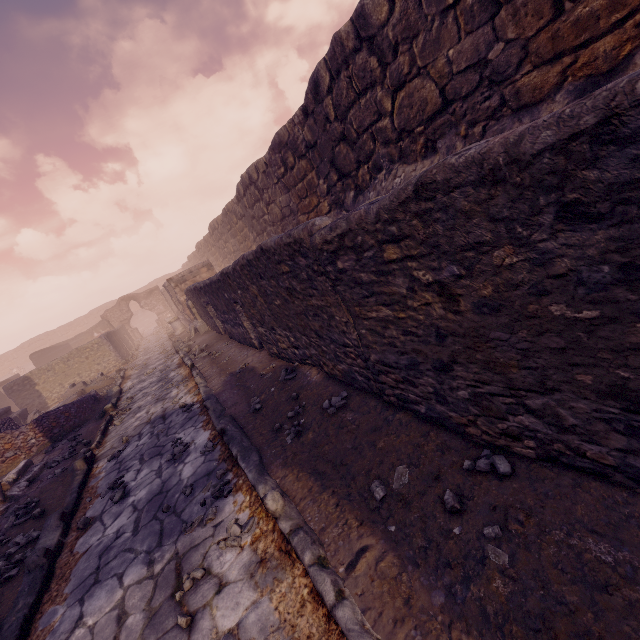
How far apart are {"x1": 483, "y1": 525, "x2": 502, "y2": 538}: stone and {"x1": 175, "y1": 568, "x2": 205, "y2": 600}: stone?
2.17m

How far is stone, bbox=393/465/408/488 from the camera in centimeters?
237cm

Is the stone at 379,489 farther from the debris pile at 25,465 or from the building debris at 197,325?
the building debris at 197,325

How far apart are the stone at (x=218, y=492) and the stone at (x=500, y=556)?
2.50m

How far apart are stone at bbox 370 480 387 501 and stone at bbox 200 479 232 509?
1.7 meters

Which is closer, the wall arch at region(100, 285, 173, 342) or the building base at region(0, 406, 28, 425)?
the building base at region(0, 406, 28, 425)

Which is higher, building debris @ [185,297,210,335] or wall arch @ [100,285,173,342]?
wall arch @ [100,285,173,342]

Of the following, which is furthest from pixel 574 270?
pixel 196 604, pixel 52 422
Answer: pixel 52 422
